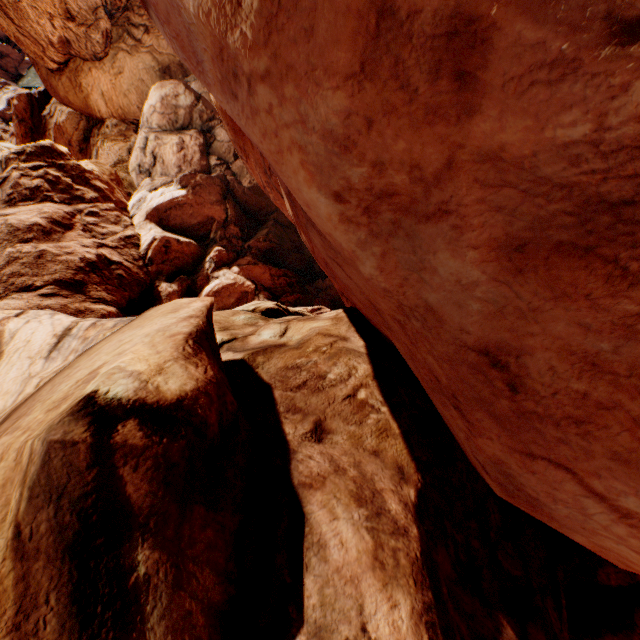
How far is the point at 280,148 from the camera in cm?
338
